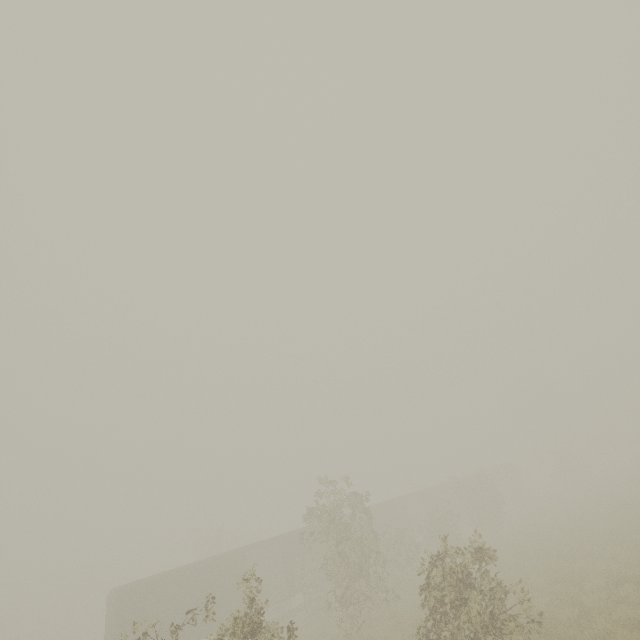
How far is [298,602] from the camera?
30.1 meters

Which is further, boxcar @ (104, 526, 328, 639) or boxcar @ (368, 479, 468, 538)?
boxcar @ (368, 479, 468, 538)

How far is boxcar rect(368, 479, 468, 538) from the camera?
31.0m

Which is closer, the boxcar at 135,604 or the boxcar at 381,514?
the boxcar at 135,604

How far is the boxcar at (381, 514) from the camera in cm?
3105
